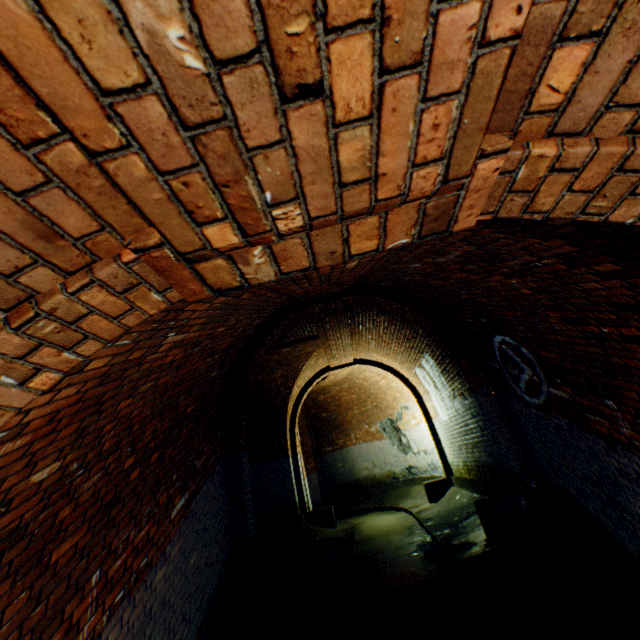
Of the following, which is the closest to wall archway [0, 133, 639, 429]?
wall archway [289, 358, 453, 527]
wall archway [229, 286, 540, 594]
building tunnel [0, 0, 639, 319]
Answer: building tunnel [0, 0, 639, 319]

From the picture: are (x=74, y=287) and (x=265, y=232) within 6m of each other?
yes

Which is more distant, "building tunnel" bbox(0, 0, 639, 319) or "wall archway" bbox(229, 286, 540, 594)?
"wall archway" bbox(229, 286, 540, 594)

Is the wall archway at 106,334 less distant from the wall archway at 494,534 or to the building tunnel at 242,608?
the building tunnel at 242,608

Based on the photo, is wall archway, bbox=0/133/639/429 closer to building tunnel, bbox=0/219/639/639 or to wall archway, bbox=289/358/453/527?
building tunnel, bbox=0/219/639/639

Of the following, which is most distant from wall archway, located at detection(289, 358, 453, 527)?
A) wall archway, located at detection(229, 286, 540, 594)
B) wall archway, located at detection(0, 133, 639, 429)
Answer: wall archway, located at detection(0, 133, 639, 429)

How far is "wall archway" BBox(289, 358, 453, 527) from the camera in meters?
9.2 m

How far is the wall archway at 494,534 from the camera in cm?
461
